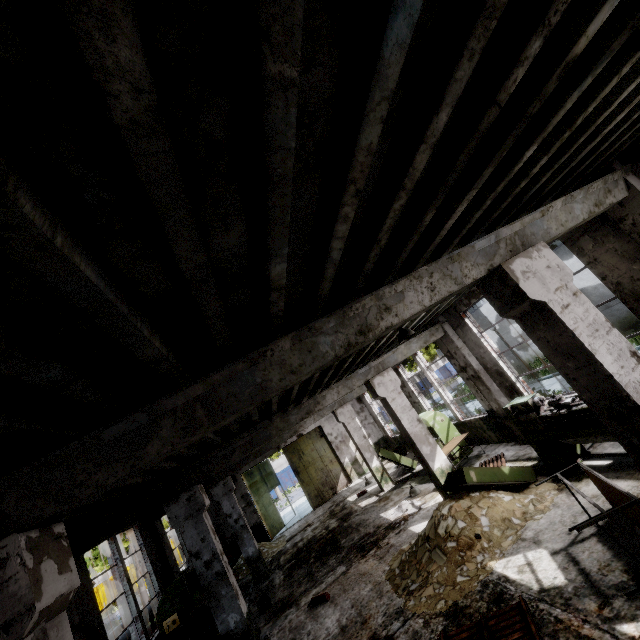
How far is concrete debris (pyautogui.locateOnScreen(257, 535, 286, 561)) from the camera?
14.9 meters

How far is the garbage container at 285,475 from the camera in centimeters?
3669cm

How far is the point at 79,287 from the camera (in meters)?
1.48

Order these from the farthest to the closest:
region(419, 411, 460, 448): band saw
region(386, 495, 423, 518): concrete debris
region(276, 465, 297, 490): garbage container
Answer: region(276, 465, 297, 490): garbage container
region(419, 411, 460, 448): band saw
region(386, 495, 423, 518): concrete debris

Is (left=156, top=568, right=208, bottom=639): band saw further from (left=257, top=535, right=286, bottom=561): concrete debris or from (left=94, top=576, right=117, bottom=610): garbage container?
(left=94, top=576, right=117, bottom=610): garbage container

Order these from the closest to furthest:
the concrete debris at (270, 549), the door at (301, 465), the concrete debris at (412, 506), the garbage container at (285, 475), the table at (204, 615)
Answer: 1. the table at (204, 615)
2. the concrete debris at (412, 506)
3. the concrete debris at (270, 549)
4. the door at (301, 465)
5. the garbage container at (285, 475)

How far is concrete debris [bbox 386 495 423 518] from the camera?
9.95m

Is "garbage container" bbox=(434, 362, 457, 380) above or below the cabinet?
above
